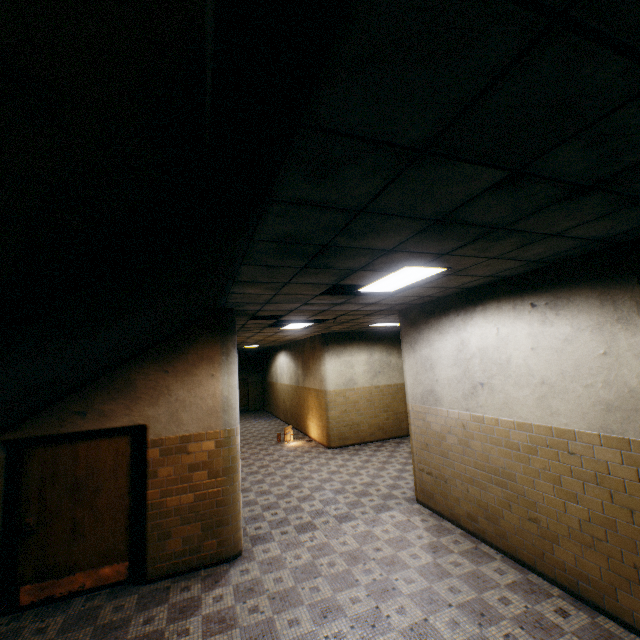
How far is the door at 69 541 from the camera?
4.3m

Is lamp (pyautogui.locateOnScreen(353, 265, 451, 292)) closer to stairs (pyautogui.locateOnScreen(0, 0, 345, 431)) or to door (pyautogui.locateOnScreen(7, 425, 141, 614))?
stairs (pyautogui.locateOnScreen(0, 0, 345, 431))

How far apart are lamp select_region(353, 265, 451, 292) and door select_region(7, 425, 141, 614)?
3.9m

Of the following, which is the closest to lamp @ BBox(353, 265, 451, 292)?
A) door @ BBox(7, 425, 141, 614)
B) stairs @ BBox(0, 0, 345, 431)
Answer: stairs @ BBox(0, 0, 345, 431)

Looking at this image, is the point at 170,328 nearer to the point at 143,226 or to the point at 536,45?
the point at 143,226

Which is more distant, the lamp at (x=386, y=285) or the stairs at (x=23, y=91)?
the lamp at (x=386, y=285)
